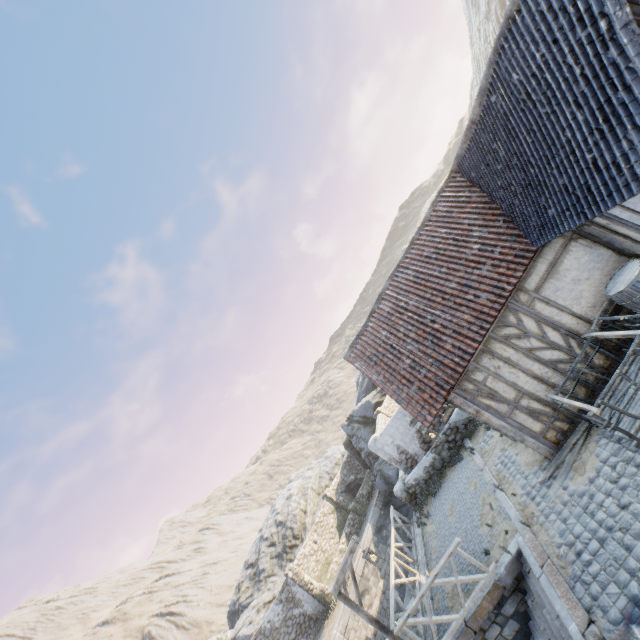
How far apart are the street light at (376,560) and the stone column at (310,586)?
13.03m

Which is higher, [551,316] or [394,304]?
[394,304]

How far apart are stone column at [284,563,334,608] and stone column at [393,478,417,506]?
8.9 meters

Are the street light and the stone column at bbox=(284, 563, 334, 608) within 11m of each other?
no

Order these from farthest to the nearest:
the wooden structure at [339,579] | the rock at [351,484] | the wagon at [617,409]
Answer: the rock at [351,484] < the wooden structure at [339,579] < the wagon at [617,409]

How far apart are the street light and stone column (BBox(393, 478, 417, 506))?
5.8 meters

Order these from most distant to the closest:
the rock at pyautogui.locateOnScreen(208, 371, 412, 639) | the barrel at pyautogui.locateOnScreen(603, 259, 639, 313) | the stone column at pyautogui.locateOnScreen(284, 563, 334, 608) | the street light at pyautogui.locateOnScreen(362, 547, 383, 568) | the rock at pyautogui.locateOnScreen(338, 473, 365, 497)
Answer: the rock at pyautogui.locateOnScreen(338, 473, 365, 497), the rock at pyautogui.locateOnScreen(208, 371, 412, 639), the stone column at pyautogui.locateOnScreen(284, 563, 334, 608), the street light at pyautogui.locateOnScreen(362, 547, 383, 568), the barrel at pyautogui.locateOnScreen(603, 259, 639, 313)

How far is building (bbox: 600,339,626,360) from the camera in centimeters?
763cm
